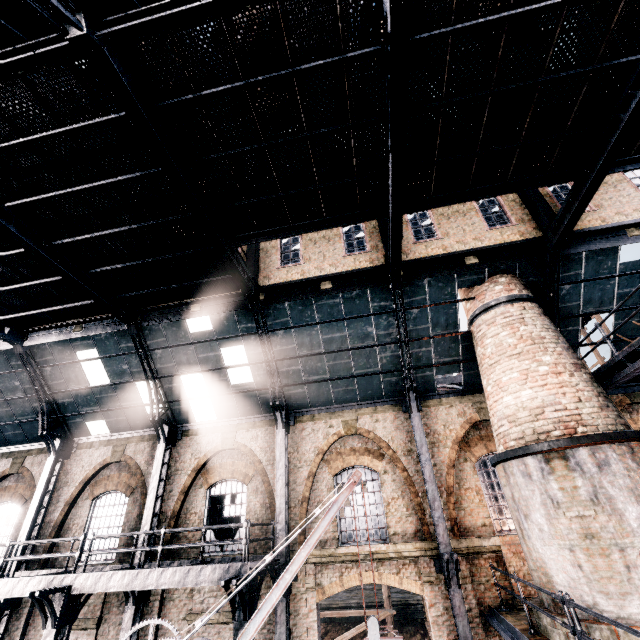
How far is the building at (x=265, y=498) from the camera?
14.4 meters

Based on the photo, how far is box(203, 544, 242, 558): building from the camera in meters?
13.1 m

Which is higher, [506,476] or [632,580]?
[506,476]

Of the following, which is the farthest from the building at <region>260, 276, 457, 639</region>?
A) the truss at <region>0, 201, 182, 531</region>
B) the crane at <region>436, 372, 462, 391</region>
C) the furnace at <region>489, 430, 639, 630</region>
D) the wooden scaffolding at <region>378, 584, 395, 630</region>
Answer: the crane at <region>436, 372, 462, 391</region>

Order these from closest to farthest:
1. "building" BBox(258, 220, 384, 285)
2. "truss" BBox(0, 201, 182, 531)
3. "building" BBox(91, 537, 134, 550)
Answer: "truss" BBox(0, 201, 182, 531) < "building" BBox(258, 220, 384, 285) < "building" BBox(91, 537, 134, 550)

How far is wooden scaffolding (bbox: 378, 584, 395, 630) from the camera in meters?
20.4

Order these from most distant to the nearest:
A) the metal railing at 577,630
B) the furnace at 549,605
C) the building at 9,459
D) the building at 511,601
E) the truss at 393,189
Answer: the building at 9,459
the building at 511,601
the furnace at 549,605
the truss at 393,189
the metal railing at 577,630
